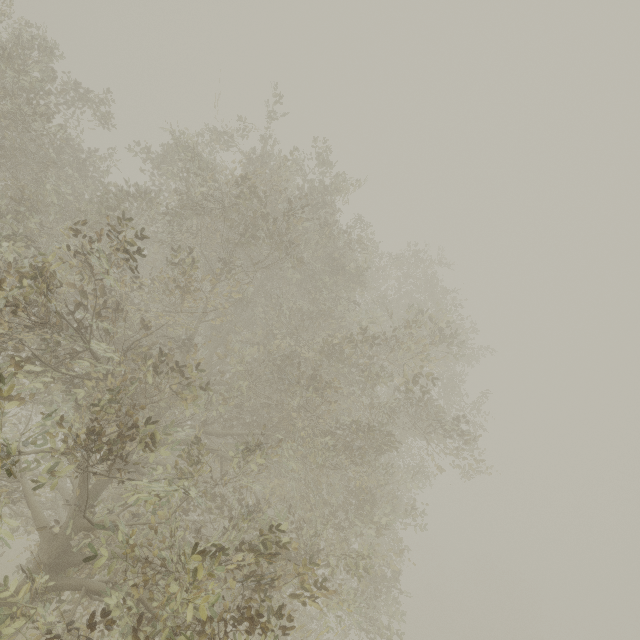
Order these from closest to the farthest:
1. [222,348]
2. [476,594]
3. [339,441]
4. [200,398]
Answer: [200,398] → [339,441] → [222,348] → [476,594]
